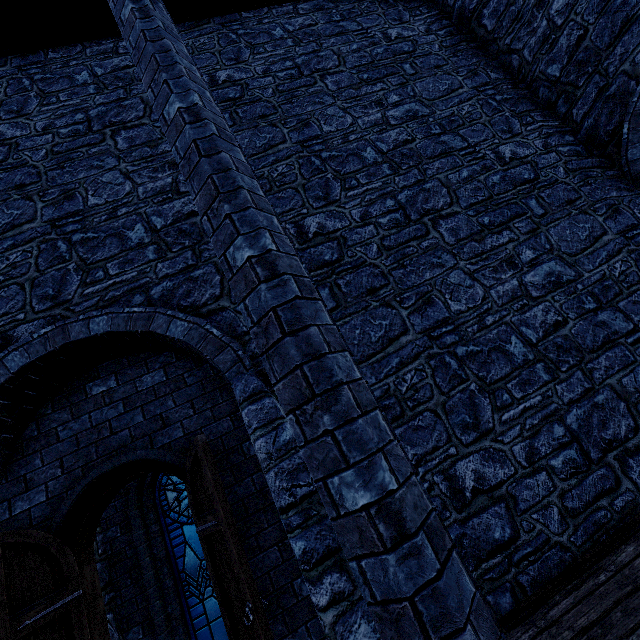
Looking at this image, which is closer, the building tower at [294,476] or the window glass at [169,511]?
the building tower at [294,476]

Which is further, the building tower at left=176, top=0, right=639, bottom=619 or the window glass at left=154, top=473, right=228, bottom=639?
the window glass at left=154, top=473, right=228, bottom=639

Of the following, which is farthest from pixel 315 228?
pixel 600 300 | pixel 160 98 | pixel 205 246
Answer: pixel 600 300
